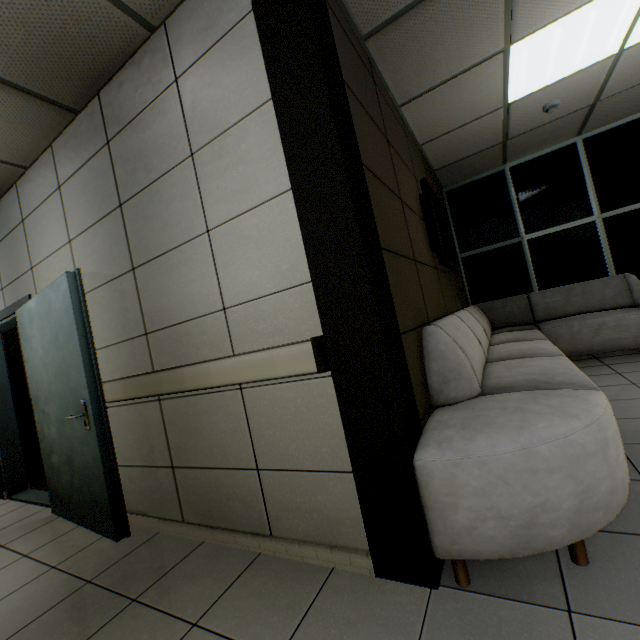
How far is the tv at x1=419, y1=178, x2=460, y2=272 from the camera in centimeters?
314cm

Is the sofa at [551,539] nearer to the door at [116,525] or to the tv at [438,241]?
the tv at [438,241]

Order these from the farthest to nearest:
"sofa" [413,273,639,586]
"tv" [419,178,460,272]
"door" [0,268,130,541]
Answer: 1. "tv" [419,178,460,272]
2. "door" [0,268,130,541]
3. "sofa" [413,273,639,586]

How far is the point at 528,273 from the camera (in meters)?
5.36

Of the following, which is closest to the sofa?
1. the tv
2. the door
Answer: the tv

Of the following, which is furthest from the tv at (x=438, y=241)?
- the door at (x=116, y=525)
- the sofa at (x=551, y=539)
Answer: the door at (x=116, y=525)

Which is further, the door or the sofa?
the door
